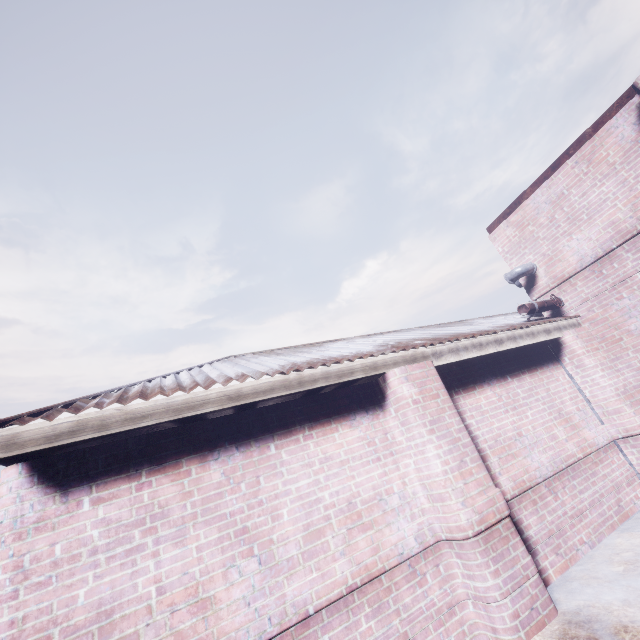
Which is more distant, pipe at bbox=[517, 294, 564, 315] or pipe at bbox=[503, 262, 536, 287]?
pipe at bbox=[503, 262, 536, 287]

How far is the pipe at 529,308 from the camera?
4.73m

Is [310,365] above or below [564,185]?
below

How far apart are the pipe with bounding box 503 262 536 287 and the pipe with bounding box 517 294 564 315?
0.5m

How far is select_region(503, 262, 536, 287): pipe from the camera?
5.26m

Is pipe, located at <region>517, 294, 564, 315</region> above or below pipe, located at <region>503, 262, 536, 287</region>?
below

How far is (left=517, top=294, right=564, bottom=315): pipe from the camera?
4.7 meters

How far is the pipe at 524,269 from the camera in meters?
5.3 m
